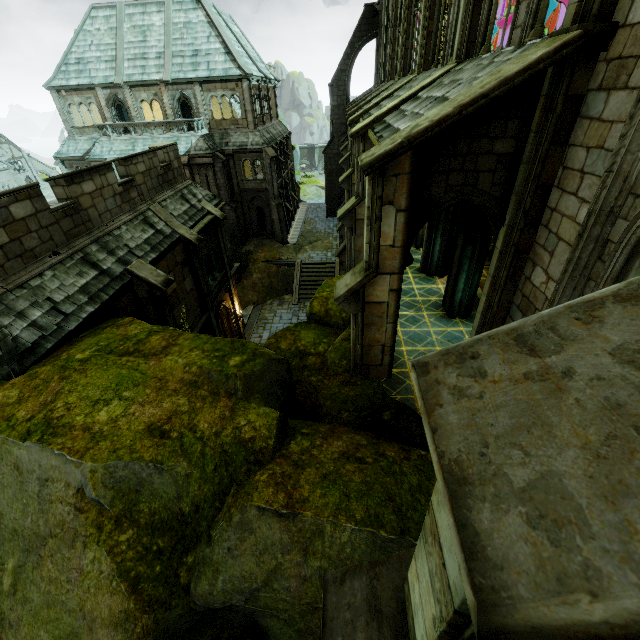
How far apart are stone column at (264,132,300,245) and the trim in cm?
2249

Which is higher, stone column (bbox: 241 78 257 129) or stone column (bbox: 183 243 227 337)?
stone column (bbox: 241 78 257 129)

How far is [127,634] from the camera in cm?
369

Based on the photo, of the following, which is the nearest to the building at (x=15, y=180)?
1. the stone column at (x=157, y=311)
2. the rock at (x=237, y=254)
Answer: the rock at (x=237, y=254)

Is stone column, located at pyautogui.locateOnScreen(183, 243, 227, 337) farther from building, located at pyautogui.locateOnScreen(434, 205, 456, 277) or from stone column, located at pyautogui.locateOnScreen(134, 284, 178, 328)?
building, located at pyautogui.locateOnScreen(434, 205, 456, 277)

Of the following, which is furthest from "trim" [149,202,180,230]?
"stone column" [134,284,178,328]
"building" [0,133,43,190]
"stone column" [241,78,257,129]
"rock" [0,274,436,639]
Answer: "building" [0,133,43,190]

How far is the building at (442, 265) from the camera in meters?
12.0

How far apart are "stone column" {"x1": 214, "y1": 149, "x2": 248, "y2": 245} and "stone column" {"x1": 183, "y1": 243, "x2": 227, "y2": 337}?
16.72m
